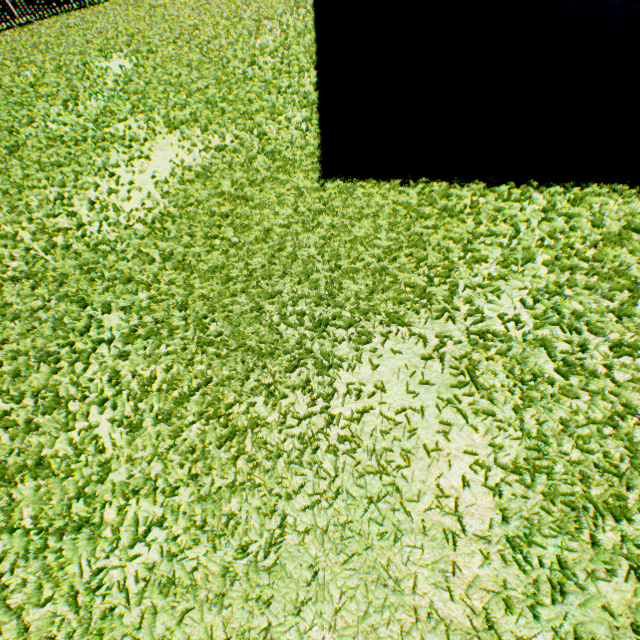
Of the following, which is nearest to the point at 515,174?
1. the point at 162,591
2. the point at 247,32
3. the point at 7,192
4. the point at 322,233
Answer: the point at 322,233
